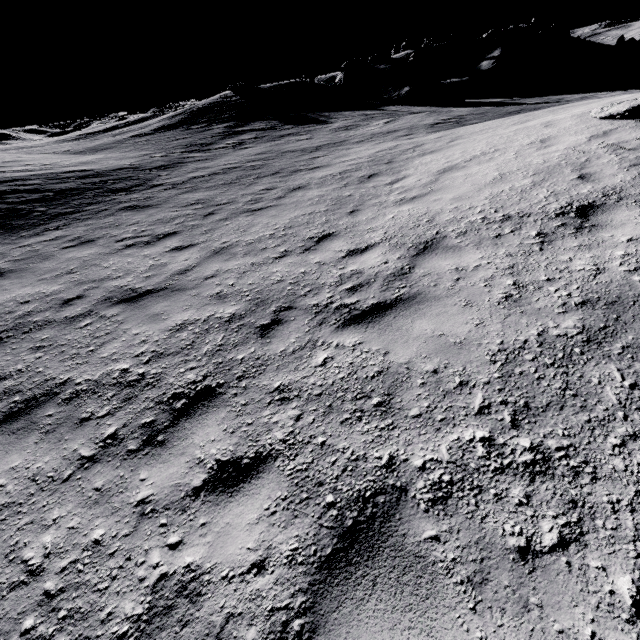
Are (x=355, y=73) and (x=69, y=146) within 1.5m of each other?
no

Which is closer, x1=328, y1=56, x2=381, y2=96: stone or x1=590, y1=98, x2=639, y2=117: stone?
x1=590, y1=98, x2=639, y2=117: stone

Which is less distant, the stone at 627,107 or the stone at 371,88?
the stone at 627,107

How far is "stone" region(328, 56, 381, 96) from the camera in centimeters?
3047cm

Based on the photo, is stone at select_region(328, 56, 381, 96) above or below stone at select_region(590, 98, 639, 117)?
above

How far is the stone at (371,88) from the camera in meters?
30.5
